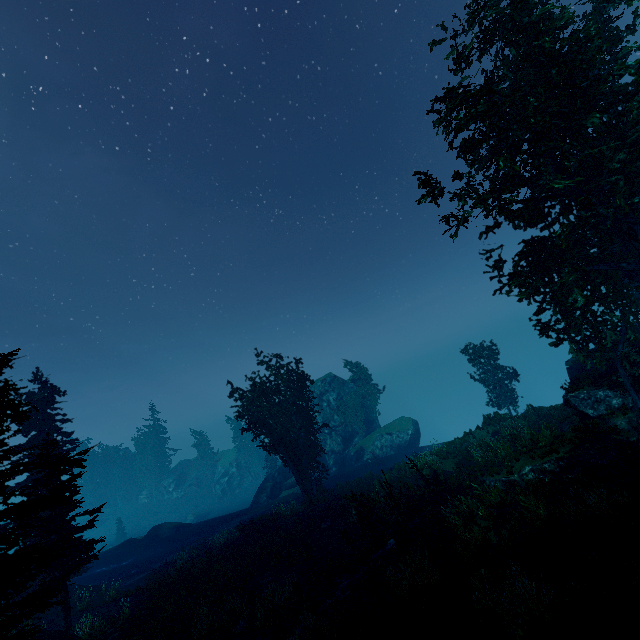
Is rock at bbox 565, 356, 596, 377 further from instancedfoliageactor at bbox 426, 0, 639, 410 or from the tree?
the tree

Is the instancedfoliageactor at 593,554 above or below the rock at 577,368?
below

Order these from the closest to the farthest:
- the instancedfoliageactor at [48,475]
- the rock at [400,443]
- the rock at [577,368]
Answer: the instancedfoliageactor at [48,475] < the rock at [577,368] < the rock at [400,443]

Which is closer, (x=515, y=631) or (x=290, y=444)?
(x=515, y=631)

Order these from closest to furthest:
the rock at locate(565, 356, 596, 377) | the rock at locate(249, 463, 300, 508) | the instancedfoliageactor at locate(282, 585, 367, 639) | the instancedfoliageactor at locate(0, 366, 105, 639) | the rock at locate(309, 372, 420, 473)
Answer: the instancedfoliageactor at locate(0, 366, 105, 639), the instancedfoliageactor at locate(282, 585, 367, 639), the rock at locate(565, 356, 596, 377), the rock at locate(249, 463, 300, 508), the rock at locate(309, 372, 420, 473)

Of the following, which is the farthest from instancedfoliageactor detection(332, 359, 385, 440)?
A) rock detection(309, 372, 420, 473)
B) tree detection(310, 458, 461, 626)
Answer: tree detection(310, 458, 461, 626)
